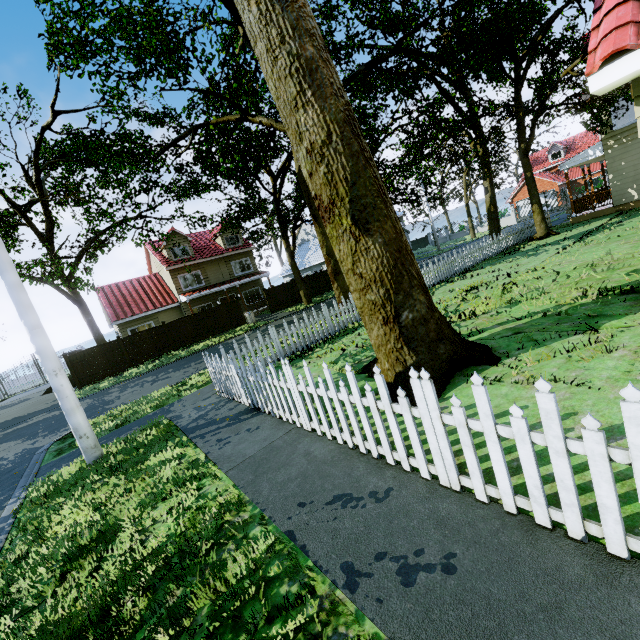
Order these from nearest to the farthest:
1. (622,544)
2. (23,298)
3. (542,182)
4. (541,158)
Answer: (622,544), (23,298), (542,182), (541,158)

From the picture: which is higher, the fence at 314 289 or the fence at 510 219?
the fence at 510 219

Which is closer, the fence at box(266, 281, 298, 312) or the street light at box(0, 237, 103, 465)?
the street light at box(0, 237, 103, 465)

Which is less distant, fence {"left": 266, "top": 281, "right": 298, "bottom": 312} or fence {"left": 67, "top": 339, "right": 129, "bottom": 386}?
fence {"left": 67, "top": 339, "right": 129, "bottom": 386}

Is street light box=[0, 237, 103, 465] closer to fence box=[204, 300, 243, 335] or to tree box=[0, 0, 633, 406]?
fence box=[204, 300, 243, 335]

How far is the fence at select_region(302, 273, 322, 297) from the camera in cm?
2934

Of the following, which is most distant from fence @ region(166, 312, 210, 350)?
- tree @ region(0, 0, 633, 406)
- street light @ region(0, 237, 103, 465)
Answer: street light @ region(0, 237, 103, 465)
